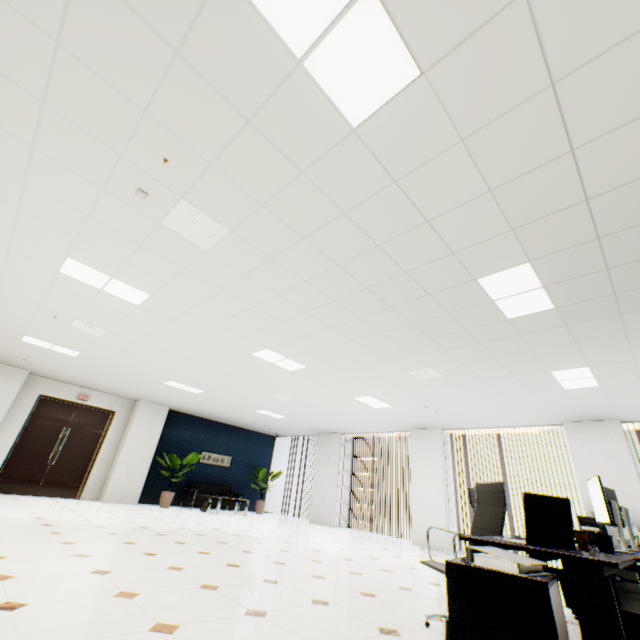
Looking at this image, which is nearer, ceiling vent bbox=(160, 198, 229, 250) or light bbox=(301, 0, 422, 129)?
light bbox=(301, 0, 422, 129)

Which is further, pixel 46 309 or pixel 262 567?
pixel 46 309

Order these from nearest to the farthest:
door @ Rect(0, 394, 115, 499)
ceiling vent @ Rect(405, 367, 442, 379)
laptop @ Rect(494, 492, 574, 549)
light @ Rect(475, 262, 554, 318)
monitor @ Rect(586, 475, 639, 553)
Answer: laptop @ Rect(494, 492, 574, 549)
monitor @ Rect(586, 475, 639, 553)
light @ Rect(475, 262, 554, 318)
ceiling vent @ Rect(405, 367, 442, 379)
door @ Rect(0, 394, 115, 499)

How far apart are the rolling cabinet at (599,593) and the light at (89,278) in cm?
606

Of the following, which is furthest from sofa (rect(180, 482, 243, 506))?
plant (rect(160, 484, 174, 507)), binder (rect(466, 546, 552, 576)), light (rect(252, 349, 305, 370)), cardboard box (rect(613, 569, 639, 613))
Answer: binder (rect(466, 546, 552, 576))

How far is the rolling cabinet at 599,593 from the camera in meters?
3.5

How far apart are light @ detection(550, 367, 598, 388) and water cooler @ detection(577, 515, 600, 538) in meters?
2.9

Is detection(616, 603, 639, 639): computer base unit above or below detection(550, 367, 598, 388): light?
below
